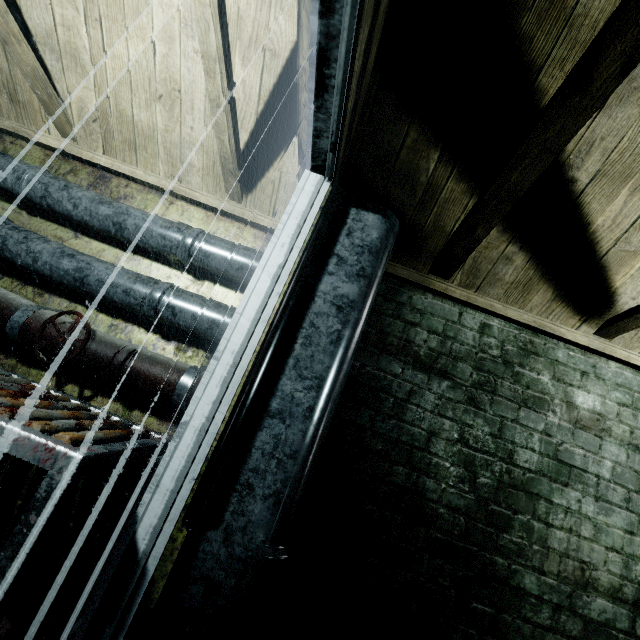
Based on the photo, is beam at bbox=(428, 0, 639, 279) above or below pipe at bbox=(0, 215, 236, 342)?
above

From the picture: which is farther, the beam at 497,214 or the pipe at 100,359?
the pipe at 100,359

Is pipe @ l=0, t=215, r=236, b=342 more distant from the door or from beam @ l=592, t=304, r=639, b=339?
beam @ l=592, t=304, r=639, b=339

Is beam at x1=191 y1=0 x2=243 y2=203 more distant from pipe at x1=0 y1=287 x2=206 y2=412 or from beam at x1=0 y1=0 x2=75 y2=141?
pipe at x1=0 y1=287 x2=206 y2=412

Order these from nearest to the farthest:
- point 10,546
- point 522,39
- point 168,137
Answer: point 10,546 → point 522,39 → point 168,137

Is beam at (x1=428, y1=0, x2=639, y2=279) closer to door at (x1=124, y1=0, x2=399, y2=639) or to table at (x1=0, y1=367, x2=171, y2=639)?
door at (x1=124, y1=0, x2=399, y2=639)

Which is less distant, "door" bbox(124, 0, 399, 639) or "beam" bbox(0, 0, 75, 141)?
"door" bbox(124, 0, 399, 639)

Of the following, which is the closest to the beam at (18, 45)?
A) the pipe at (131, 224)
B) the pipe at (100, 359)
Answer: the pipe at (131, 224)
